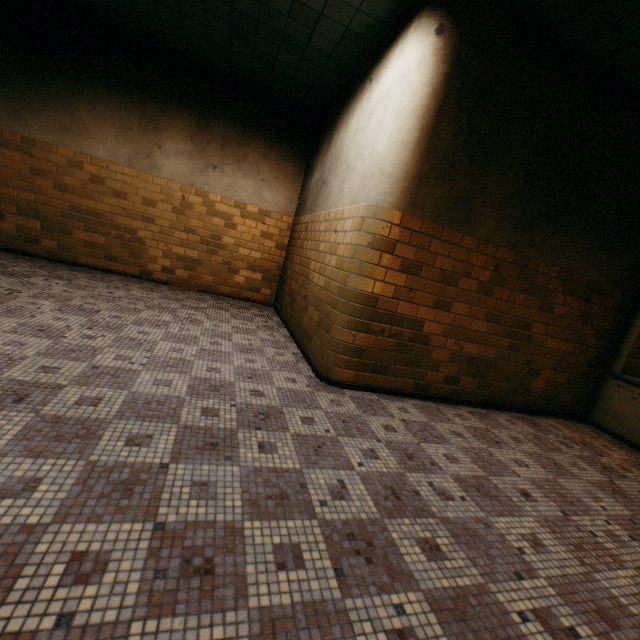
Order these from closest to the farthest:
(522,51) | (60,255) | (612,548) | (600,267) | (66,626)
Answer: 1. (66,626)
2. (612,548)
3. (522,51)
4. (600,267)
5. (60,255)
